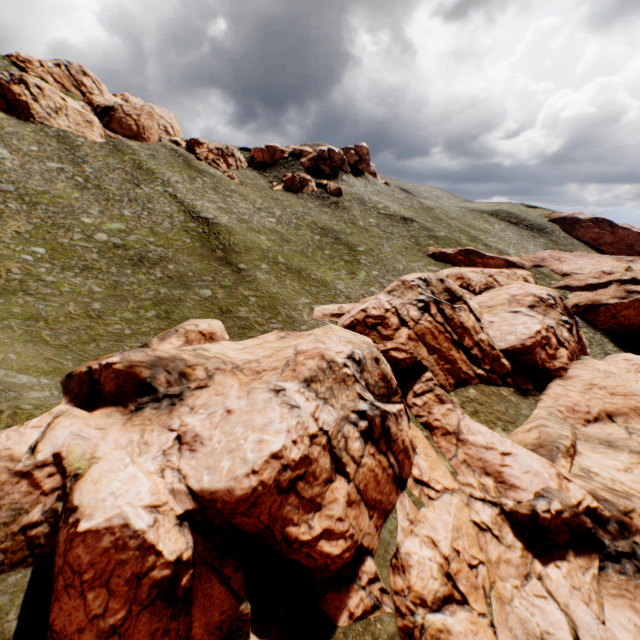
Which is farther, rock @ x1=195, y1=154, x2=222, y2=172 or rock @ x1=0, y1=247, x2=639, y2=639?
rock @ x1=195, y1=154, x2=222, y2=172

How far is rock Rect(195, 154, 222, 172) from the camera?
58.2m

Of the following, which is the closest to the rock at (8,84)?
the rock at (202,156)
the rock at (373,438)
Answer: the rock at (202,156)

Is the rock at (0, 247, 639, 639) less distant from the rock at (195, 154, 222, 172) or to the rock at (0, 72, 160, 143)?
the rock at (0, 72, 160, 143)

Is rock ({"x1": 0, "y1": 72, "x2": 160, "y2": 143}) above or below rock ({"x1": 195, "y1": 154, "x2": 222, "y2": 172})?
above

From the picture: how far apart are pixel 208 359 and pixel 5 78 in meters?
58.0

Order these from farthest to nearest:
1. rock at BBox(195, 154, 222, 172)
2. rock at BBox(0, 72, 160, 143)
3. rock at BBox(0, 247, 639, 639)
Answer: rock at BBox(195, 154, 222, 172)
rock at BBox(0, 72, 160, 143)
rock at BBox(0, 247, 639, 639)
